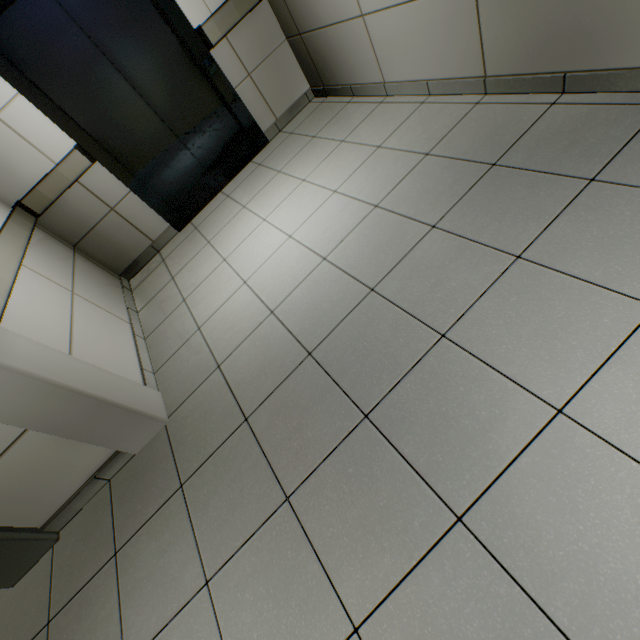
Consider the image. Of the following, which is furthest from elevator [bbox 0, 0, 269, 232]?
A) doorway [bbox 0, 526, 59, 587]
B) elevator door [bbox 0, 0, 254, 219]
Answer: doorway [bbox 0, 526, 59, 587]

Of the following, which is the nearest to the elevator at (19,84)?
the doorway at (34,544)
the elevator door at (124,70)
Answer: the elevator door at (124,70)

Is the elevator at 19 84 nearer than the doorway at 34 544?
No

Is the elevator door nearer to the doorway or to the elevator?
the elevator

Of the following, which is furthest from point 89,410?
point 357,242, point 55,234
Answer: point 55,234

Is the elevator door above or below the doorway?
above
